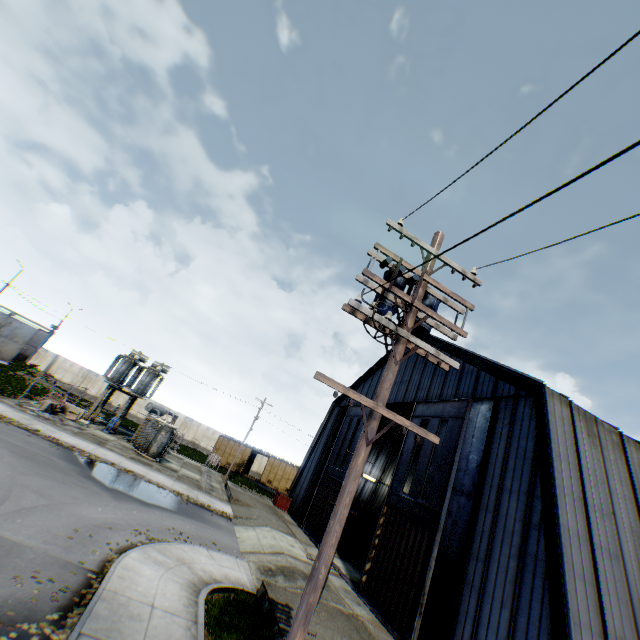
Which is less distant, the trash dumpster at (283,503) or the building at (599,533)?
the building at (599,533)

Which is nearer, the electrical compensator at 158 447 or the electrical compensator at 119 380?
the electrical compensator at 158 447

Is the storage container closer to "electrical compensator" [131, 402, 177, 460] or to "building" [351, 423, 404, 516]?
"building" [351, 423, 404, 516]

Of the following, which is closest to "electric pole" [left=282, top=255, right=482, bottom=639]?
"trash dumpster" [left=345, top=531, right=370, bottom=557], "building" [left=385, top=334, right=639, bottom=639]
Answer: "building" [left=385, top=334, right=639, bottom=639]

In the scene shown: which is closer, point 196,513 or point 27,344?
point 196,513

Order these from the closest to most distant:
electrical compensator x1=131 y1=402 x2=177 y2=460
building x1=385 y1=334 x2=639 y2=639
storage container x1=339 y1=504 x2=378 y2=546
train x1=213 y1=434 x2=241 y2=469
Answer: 1. building x1=385 y1=334 x2=639 y2=639
2. electrical compensator x1=131 y1=402 x2=177 y2=460
3. storage container x1=339 y1=504 x2=378 y2=546
4. train x1=213 y1=434 x2=241 y2=469

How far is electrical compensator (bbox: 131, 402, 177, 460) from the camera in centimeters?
2620cm

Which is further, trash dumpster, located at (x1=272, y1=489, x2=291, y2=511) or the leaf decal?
trash dumpster, located at (x1=272, y1=489, x2=291, y2=511)
